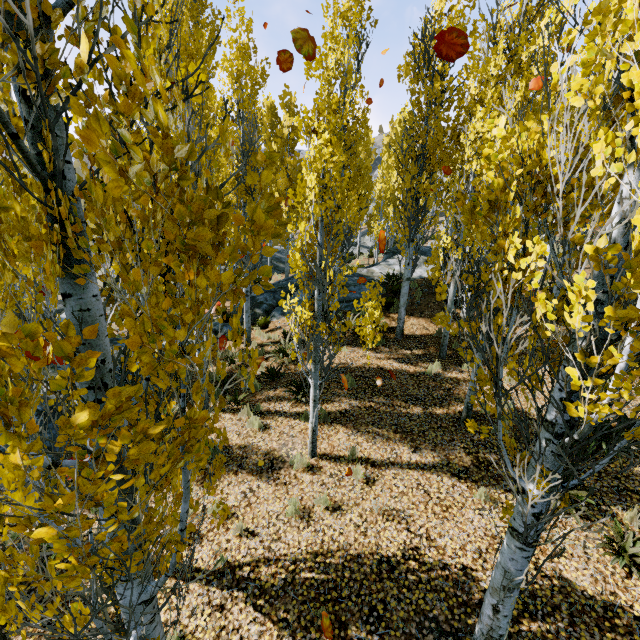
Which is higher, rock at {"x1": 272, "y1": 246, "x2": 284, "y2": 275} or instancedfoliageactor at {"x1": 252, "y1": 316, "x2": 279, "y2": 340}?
rock at {"x1": 272, "y1": 246, "x2": 284, "y2": 275}

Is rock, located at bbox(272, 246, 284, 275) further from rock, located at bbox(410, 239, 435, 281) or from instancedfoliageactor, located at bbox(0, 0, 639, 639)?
rock, located at bbox(410, 239, 435, 281)

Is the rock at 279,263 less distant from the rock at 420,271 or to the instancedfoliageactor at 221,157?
the instancedfoliageactor at 221,157

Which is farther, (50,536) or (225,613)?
(225,613)

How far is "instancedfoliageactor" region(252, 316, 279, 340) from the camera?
12.7m

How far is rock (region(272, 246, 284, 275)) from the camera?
27.48m

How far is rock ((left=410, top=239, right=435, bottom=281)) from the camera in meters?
15.4

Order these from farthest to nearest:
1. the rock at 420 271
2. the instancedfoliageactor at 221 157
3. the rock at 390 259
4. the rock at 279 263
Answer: the rock at 279 263 < the rock at 420 271 < the rock at 390 259 < the instancedfoliageactor at 221 157
